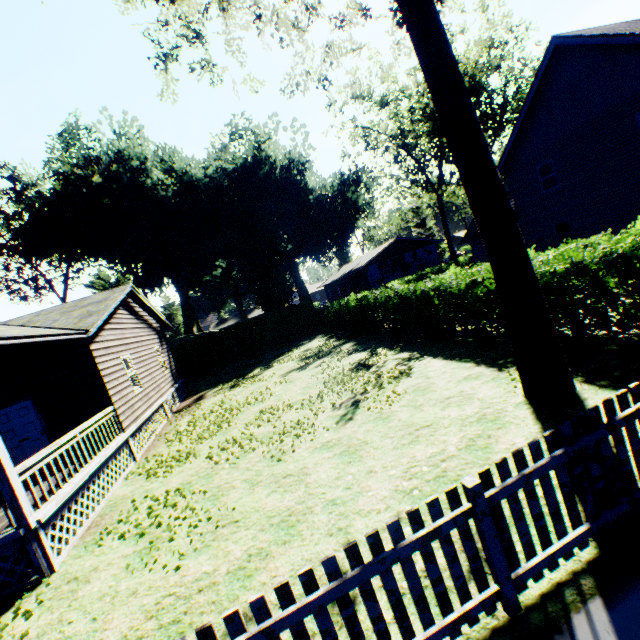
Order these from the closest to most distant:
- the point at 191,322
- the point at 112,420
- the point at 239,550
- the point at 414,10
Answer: the point at 239,550 < the point at 414,10 < the point at 112,420 < the point at 191,322

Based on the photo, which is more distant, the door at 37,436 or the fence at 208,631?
the door at 37,436

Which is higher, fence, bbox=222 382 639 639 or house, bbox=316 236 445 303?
house, bbox=316 236 445 303

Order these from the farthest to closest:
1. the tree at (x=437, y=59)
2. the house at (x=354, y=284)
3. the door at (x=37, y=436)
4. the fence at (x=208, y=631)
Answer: the house at (x=354, y=284) < the door at (x=37, y=436) < the tree at (x=437, y=59) < the fence at (x=208, y=631)

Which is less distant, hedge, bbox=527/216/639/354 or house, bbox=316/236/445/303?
hedge, bbox=527/216/639/354

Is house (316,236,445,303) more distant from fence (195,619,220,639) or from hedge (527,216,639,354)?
fence (195,619,220,639)

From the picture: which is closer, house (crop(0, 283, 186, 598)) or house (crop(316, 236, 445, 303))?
house (crop(0, 283, 186, 598))
